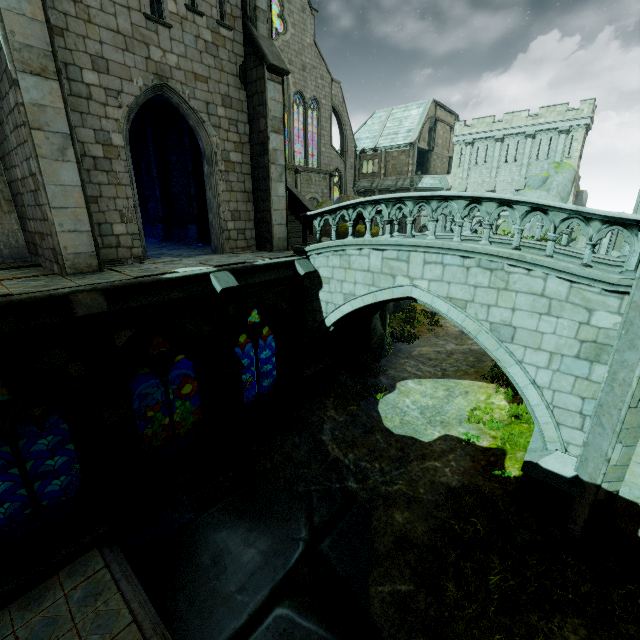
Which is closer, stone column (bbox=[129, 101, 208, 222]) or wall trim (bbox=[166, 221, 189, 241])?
stone column (bbox=[129, 101, 208, 222])

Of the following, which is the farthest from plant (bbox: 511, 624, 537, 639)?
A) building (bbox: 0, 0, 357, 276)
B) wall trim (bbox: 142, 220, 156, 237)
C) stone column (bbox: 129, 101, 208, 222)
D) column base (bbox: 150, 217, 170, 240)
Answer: wall trim (bbox: 142, 220, 156, 237)

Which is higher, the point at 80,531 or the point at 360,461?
the point at 80,531

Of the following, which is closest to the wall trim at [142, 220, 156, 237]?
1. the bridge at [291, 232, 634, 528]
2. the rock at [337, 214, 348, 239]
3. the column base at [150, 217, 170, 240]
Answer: the column base at [150, 217, 170, 240]

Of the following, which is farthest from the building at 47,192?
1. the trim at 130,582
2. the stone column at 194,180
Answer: the trim at 130,582

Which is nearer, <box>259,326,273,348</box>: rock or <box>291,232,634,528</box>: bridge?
<box>291,232,634,528</box>: bridge

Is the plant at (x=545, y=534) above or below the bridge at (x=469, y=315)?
below

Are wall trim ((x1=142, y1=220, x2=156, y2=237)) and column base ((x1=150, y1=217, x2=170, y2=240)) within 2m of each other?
yes
